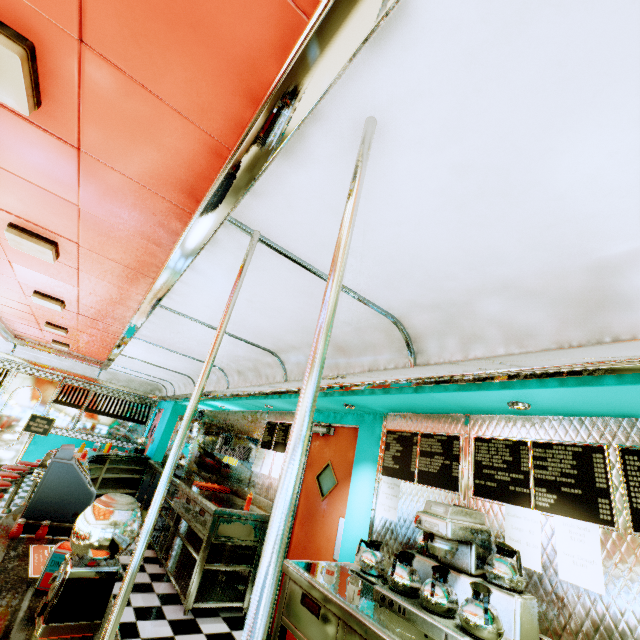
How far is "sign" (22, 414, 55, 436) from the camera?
8.1 meters

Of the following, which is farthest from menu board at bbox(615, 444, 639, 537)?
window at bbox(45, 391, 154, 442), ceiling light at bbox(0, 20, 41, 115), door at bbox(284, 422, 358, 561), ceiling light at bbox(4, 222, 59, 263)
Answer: window at bbox(45, 391, 154, 442)

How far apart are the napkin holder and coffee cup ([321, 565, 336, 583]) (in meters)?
1.71

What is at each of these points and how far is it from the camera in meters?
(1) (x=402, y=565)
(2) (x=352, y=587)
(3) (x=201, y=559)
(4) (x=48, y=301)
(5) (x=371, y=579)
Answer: (1) coffee pot, 2.3
(2) coffee cup, 2.2
(3) kitchen counter, 4.0
(4) ceiling light, 4.3
(5) hot plate, 2.6

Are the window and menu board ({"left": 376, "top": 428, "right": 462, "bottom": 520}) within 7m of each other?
no

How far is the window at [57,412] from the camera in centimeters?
954cm

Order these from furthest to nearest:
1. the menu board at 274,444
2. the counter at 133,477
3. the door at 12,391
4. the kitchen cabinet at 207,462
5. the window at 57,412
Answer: the window at 57,412 < the door at 12,391 < the counter at 133,477 < the kitchen cabinet at 207,462 < the menu board at 274,444

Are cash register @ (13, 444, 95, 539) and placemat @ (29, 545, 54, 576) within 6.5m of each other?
yes
